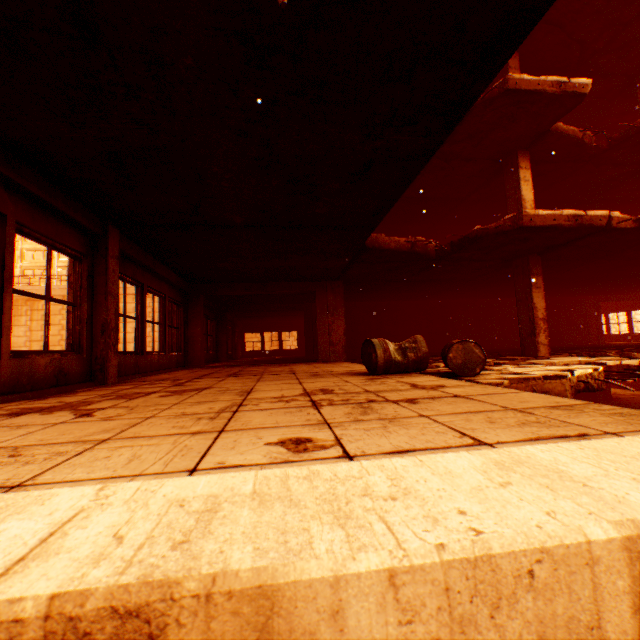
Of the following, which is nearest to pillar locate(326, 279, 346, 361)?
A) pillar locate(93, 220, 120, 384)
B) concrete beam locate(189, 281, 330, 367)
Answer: concrete beam locate(189, 281, 330, 367)

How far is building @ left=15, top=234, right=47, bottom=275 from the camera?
50.3m

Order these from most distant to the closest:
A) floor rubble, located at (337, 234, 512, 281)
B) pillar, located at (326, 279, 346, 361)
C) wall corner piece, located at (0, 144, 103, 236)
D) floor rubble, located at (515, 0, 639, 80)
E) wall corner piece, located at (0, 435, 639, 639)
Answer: pillar, located at (326, 279, 346, 361) < floor rubble, located at (515, 0, 639, 80) < floor rubble, located at (337, 234, 512, 281) < wall corner piece, located at (0, 144, 103, 236) < wall corner piece, located at (0, 435, 639, 639)

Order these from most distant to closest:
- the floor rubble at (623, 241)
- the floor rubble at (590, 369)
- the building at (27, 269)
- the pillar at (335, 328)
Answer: the building at (27, 269), the pillar at (335, 328), the floor rubble at (623, 241), the floor rubble at (590, 369)

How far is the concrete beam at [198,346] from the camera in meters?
10.0

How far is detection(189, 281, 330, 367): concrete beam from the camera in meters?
10.0

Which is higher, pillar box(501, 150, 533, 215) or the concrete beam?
pillar box(501, 150, 533, 215)

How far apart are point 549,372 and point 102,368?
6.8 meters
